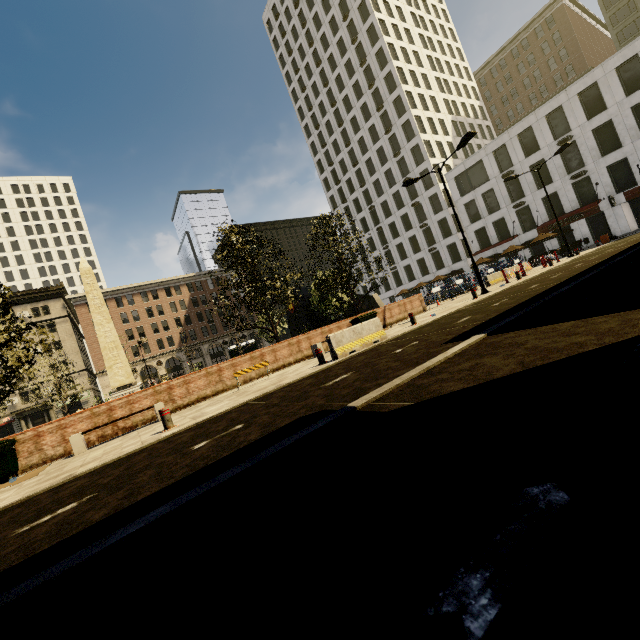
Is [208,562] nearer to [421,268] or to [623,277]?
[623,277]

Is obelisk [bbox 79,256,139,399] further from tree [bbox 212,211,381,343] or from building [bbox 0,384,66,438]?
building [bbox 0,384,66,438]

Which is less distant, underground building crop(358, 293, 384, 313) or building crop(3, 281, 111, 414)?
underground building crop(358, 293, 384, 313)

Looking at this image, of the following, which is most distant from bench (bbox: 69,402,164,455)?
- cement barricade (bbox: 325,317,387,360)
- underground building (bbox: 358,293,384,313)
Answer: underground building (bbox: 358,293,384,313)

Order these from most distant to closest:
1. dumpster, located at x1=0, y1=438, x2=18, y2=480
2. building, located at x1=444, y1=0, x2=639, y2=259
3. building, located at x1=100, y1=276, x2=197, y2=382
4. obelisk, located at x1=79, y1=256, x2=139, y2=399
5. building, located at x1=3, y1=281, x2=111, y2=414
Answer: building, located at x1=100, y1=276, x2=197, y2=382 < building, located at x1=3, y1=281, x2=111, y2=414 < building, located at x1=444, y1=0, x2=639, y2=259 < obelisk, located at x1=79, y1=256, x2=139, y2=399 < dumpster, located at x1=0, y1=438, x2=18, y2=480

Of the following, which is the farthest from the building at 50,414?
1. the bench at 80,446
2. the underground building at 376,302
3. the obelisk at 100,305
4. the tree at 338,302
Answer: Answer: the obelisk at 100,305

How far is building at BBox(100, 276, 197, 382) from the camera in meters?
54.5

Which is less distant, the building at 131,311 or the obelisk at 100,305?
the obelisk at 100,305
